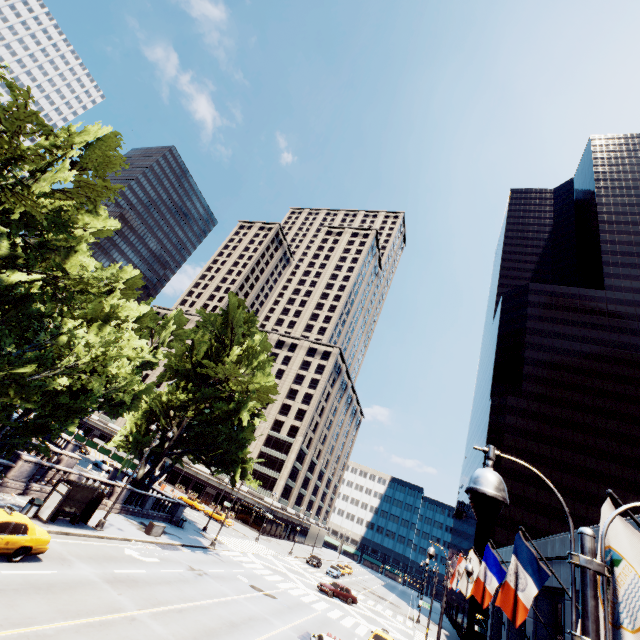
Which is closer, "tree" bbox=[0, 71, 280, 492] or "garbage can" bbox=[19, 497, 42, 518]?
"tree" bbox=[0, 71, 280, 492]

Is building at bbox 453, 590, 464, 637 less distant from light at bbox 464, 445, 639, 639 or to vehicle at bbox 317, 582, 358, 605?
vehicle at bbox 317, 582, 358, 605

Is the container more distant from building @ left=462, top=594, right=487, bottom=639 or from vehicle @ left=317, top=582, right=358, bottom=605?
building @ left=462, top=594, right=487, bottom=639

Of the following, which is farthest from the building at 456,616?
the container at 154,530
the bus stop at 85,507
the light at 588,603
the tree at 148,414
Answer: the light at 588,603

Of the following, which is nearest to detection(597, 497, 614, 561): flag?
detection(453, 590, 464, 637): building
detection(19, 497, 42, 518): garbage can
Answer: detection(19, 497, 42, 518): garbage can

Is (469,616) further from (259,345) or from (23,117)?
(23,117)

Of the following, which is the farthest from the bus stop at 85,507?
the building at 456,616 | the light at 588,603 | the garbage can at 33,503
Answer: the building at 456,616

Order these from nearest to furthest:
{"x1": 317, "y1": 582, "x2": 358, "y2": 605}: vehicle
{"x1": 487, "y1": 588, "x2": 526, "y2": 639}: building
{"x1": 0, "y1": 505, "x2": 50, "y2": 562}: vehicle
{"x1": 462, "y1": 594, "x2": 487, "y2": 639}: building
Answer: {"x1": 0, "y1": 505, "x2": 50, "y2": 562}: vehicle < {"x1": 487, "y1": 588, "x2": 526, "y2": 639}: building < {"x1": 317, "y1": 582, "x2": 358, "y2": 605}: vehicle < {"x1": 462, "y1": 594, "x2": 487, "y2": 639}: building
